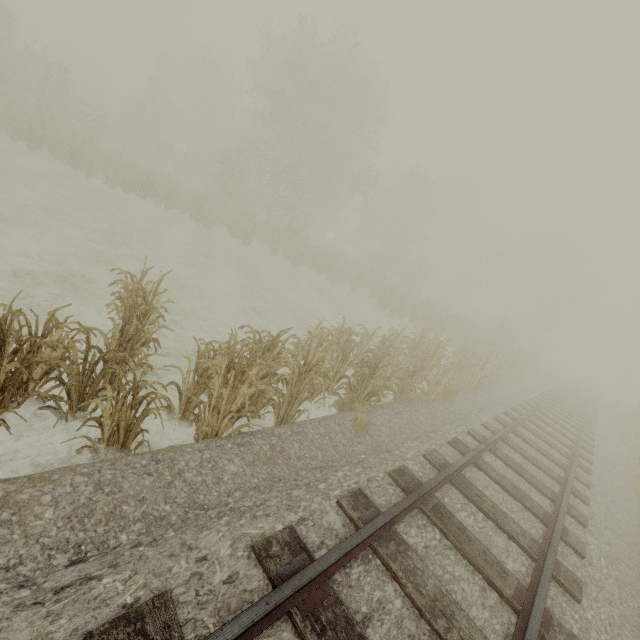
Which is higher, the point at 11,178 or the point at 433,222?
the point at 433,222
